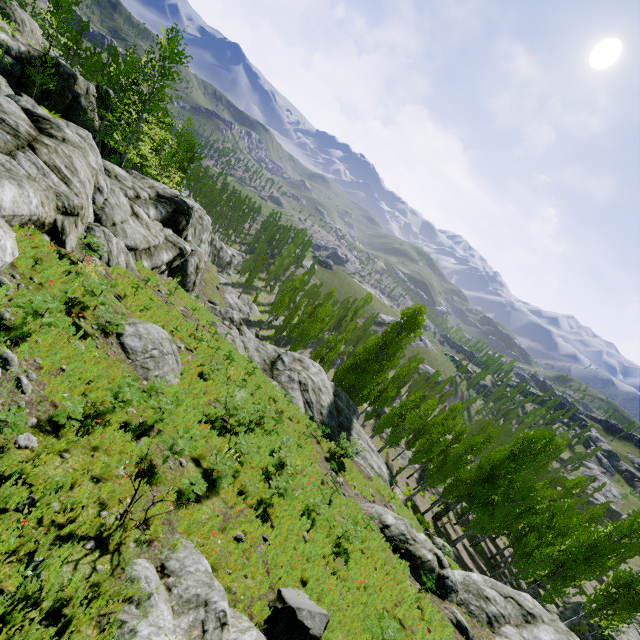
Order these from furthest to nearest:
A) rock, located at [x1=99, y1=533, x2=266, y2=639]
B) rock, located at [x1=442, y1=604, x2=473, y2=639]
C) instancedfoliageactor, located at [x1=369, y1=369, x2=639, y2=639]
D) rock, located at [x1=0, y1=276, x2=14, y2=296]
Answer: instancedfoliageactor, located at [x1=369, y1=369, x2=639, y2=639]
rock, located at [x1=442, y1=604, x2=473, y2=639]
rock, located at [x1=0, y1=276, x2=14, y2=296]
rock, located at [x1=99, y1=533, x2=266, y2=639]

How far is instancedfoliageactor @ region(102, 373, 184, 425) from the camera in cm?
734

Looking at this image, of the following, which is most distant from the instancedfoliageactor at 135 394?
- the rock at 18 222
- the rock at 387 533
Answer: the rock at 387 533

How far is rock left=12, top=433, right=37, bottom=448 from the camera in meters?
5.4

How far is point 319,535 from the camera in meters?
10.6 m

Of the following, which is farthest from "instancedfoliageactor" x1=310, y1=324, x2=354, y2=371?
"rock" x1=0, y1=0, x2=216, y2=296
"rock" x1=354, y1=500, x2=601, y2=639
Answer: "rock" x1=354, y1=500, x2=601, y2=639
